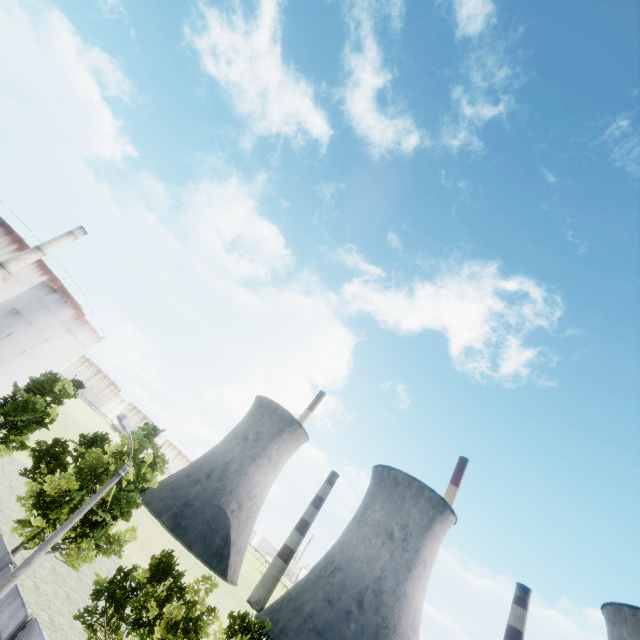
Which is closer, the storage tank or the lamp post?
the lamp post

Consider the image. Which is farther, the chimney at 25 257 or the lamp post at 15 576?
the chimney at 25 257

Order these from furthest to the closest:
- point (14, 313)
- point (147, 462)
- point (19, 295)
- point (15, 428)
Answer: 1. point (19, 295)
2. point (14, 313)
3. point (15, 428)
4. point (147, 462)

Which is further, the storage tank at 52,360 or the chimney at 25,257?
the storage tank at 52,360

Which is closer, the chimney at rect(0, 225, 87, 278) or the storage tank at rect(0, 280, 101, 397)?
the chimney at rect(0, 225, 87, 278)

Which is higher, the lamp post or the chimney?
the chimney

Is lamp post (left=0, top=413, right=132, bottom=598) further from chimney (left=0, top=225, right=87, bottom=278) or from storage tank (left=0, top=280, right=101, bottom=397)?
storage tank (left=0, top=280, right=101, bottom=397)
